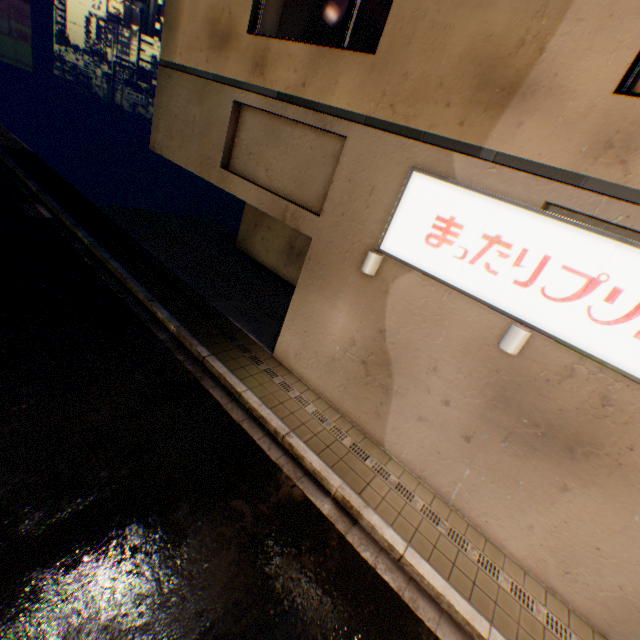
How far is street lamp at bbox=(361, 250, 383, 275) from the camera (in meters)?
5.96

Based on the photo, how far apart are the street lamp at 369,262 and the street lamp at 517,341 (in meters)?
2.45

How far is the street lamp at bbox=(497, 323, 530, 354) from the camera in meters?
4.7

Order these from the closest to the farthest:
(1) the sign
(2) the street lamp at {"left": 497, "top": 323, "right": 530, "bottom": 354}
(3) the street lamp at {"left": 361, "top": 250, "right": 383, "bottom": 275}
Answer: (1) the sign < (2) the street lamp at {"left": 497, "top": 323, "right": 530, "bottom": 354} < (3) the street lamp at {"left": 361, "top": 250, "right": 383, "bottom": 275}

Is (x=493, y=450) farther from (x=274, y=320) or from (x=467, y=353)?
(x=274, y=320)

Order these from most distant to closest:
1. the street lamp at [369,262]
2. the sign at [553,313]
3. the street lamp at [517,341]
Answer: the street lamp at [369,262] < the street lamp at [517,341] < the sign at [553,313]

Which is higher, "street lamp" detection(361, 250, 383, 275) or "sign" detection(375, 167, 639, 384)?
"sign" detection(375, 167, 639, 384)

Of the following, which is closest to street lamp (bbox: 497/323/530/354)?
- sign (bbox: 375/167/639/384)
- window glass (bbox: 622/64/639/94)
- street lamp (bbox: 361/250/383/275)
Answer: sign (bbox: 375/167/639/384)
